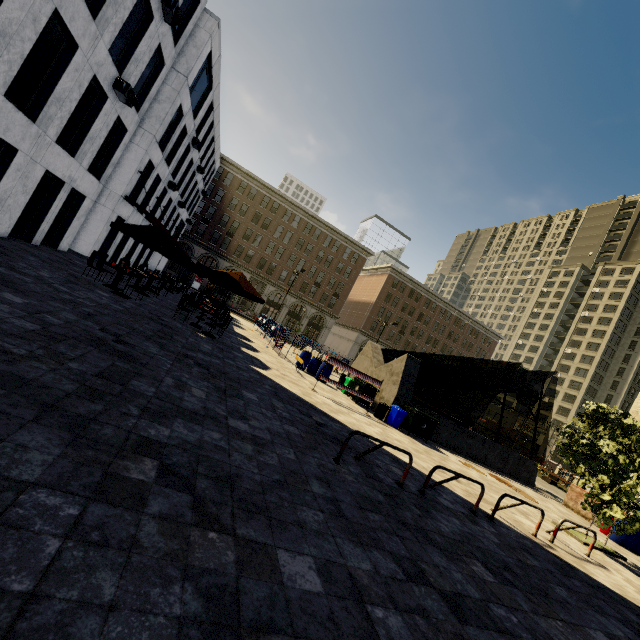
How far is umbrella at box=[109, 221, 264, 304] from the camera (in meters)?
11.11

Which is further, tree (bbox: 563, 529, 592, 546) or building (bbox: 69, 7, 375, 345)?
building (bbox: 69, 7, 375, 345)

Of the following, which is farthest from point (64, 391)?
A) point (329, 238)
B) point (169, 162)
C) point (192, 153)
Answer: point (329, 238)

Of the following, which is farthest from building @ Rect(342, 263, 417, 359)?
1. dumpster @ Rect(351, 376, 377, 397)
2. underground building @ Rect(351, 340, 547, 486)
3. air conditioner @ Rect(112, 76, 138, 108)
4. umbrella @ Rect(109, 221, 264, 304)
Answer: air conditioner @ Rect(112, 76, 138, 108)

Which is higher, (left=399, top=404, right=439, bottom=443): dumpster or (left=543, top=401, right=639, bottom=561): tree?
(left=543, top=401, right=639, bottom=561): tree

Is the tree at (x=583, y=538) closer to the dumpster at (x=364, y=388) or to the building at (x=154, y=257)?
the dumpster at (x=364, y=388)

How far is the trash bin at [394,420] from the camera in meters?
13.8 m

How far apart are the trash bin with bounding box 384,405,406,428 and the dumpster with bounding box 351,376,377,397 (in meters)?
1.02
